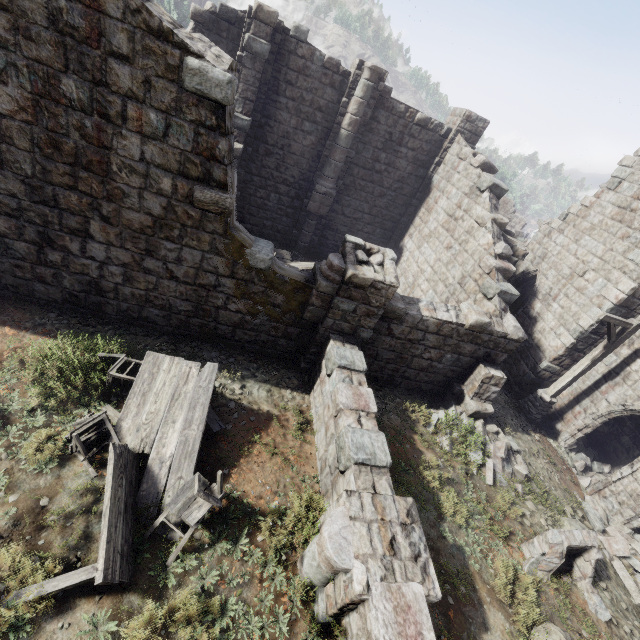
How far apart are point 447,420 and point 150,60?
10.2m

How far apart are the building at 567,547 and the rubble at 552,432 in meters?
5.1

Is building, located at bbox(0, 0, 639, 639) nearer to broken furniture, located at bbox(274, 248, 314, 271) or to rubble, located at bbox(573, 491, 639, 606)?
rubble, located at bbox(573, 491, 639, 606)

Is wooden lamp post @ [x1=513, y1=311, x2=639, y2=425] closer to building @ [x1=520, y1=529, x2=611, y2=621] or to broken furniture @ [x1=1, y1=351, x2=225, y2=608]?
building @ [x1=520, y1=529, x2=611, y2=621]

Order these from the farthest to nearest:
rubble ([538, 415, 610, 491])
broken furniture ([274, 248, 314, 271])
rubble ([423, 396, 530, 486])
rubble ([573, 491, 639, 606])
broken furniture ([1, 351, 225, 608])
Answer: broken furniture ([274, 248, 314, 271]) < rubble ([538, 415, 610, 491]) < rubble ([423, 396, 530, 486]) < rubble ([573, 491, 639, 606]) < broken furniture ([1, 351, 225, 608])

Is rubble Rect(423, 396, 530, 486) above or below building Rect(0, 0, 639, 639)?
below

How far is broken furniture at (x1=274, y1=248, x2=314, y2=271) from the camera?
13.5 meters

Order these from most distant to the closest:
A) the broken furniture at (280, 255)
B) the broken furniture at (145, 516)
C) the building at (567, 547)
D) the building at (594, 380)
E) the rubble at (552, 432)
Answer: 1. the broken furniture at (280, 255)
2. the rubble at (552, 432)
3. the building at (594, 380)
4. the building at (567, 547)
5. the broken furniture at (145, 516)
